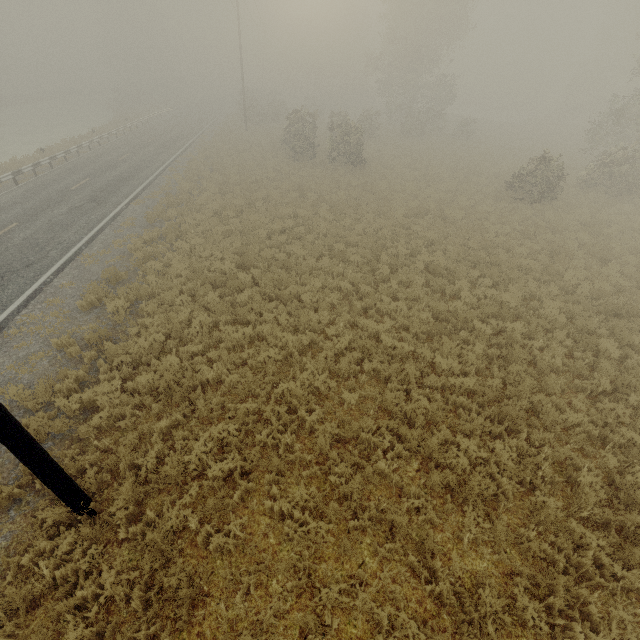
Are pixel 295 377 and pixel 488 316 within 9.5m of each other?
yes
